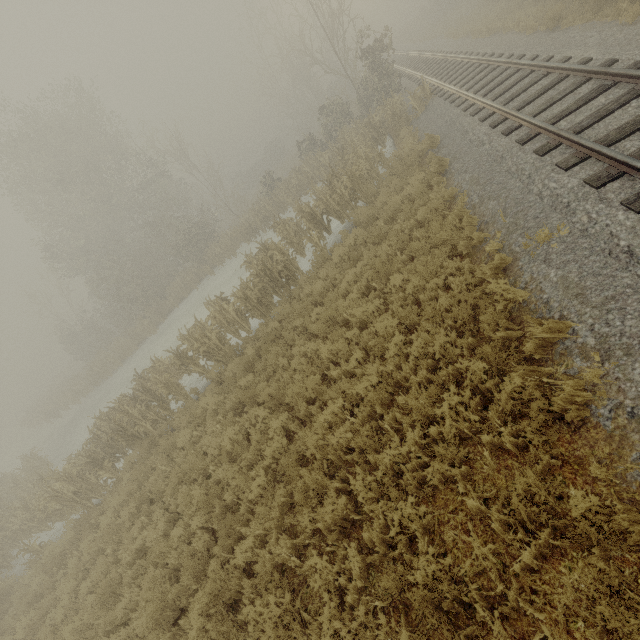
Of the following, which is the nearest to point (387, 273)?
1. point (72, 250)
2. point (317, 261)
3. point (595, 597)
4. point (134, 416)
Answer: point (317, 261)
